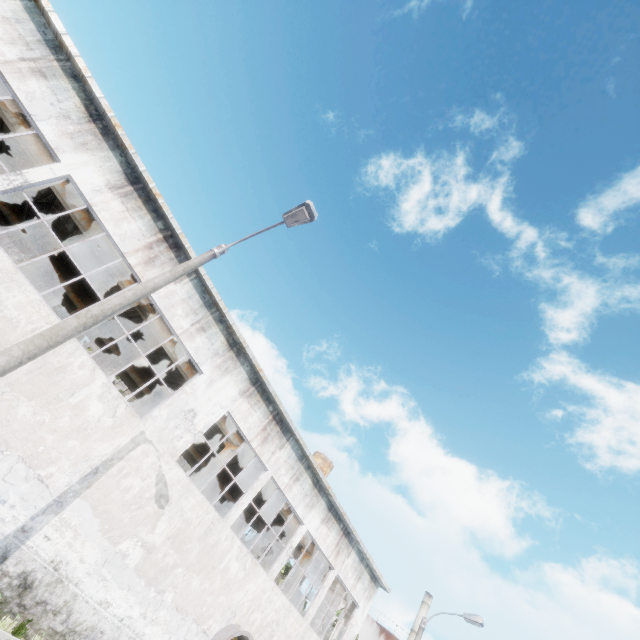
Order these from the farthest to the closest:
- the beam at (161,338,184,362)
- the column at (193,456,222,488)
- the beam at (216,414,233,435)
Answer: the beam at (216,414,233,435), the column at (193,456,222,488), the beam at (161,338,184,362)

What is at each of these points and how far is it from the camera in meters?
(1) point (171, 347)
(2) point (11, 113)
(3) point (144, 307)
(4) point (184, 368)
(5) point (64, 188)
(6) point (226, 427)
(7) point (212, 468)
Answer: (1) beam, 14.6
(2) beam, 11.0
(3) beam, 13.9
(4) beam, 15.0
(5) beam, 12.0
(6) beam, 16.5
(7) column, 15.9

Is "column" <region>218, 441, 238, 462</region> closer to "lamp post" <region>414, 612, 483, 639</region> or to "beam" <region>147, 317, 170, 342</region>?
"beam" <region>147, 317, 170, 342</region>

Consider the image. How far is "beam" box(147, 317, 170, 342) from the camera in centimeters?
1416cm

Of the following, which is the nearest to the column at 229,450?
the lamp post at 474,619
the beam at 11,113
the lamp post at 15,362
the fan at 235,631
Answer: the beam at 11,113

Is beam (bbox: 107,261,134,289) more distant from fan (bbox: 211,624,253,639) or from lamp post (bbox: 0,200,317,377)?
lamp post (bbox: 0,200,317,377)

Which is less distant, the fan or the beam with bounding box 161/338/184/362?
the fan

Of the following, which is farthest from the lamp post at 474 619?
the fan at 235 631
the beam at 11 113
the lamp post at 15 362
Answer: the lamp post at 15 362
